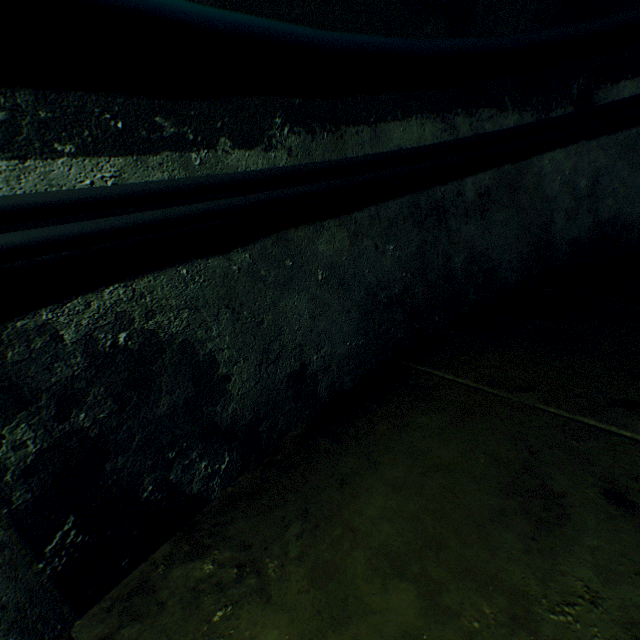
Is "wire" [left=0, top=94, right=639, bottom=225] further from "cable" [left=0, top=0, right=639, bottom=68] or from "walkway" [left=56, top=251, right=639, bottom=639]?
"walkway" [left=56, top=251, right=639, bottom=639]

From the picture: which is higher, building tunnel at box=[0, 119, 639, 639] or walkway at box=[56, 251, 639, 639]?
building tunnel at box=[0, 119, 639, 639]

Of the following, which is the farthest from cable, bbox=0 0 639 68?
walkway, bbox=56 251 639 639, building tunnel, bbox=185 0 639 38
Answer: walkway, bbox=56 251 639 639

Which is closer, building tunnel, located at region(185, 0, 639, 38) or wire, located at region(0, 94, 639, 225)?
wire, located at region(0, 94, 639, 225)

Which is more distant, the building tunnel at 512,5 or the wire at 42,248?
the building tunnel at 512,5

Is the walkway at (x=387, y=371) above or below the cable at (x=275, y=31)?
below

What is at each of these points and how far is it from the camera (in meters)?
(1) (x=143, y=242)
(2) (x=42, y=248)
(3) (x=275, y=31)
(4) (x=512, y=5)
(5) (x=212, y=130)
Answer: (1) building tunnel, 1.07
(2) wire, 0.82
(3) cable, 1.21
(4) building tunnel, 2.03
(5) building tunnel, 1.22

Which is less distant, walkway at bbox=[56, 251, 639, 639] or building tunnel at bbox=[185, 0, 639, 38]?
walkway at bbox=[56, 251, 639, 639]
